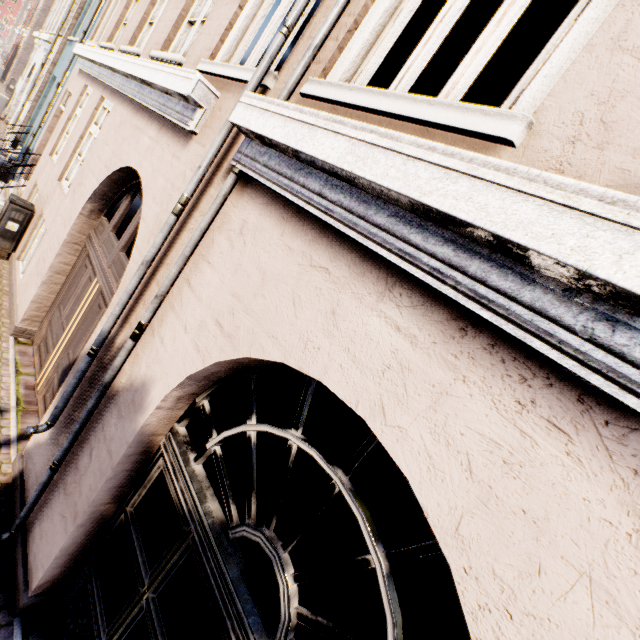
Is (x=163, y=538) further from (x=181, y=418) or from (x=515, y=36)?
(x=515, y=36)

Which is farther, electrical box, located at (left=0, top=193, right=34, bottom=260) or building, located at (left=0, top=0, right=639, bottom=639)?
electrical box, located at (left=0, top=193, right=34, bottom=260)

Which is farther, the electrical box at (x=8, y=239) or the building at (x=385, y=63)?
the electrical box at (x=8, y=239)
